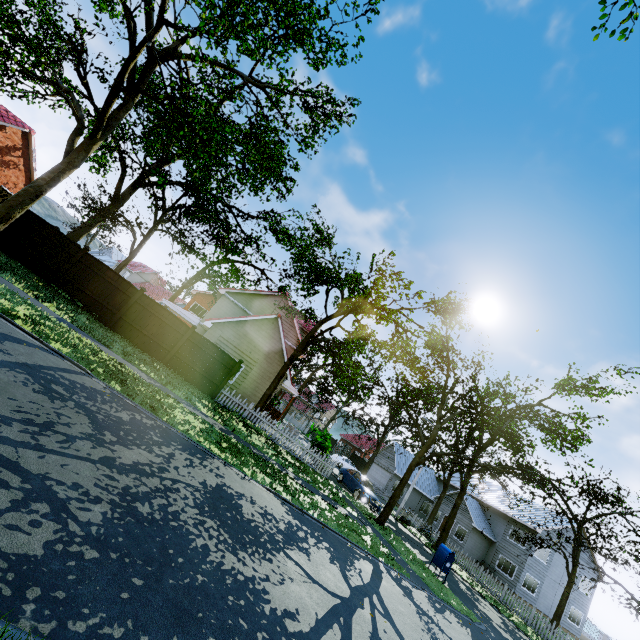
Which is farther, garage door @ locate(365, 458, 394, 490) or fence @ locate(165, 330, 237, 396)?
garage door @ locate(365, 458, 394, 490)

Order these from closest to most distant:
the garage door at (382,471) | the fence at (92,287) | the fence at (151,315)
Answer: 1. the fence at (92,287)
2. the fence at (151,315)
3. the garage door at (382,471)

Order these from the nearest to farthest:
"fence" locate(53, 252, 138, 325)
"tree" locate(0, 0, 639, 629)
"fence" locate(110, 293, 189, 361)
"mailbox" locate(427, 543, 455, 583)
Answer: "tree" locate(0, 0, 639, 629) < "mailbox" locate(427, 543, 455, 583) < "fence" locate(53, 252, 138, 325) < "fence" locate(110, 293, 189, 361)

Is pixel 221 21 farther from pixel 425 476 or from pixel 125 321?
pixel 425 476

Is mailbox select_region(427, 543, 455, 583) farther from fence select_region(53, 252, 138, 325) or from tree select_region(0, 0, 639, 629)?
fence select_region(53, 252, 138, 325)

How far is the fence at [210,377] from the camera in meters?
16.2

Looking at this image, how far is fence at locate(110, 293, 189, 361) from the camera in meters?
15.6

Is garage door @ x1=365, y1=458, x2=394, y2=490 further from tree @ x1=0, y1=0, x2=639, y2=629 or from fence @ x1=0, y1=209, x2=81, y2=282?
fence @ x1=0, y1=209, x2=81, y2=282
